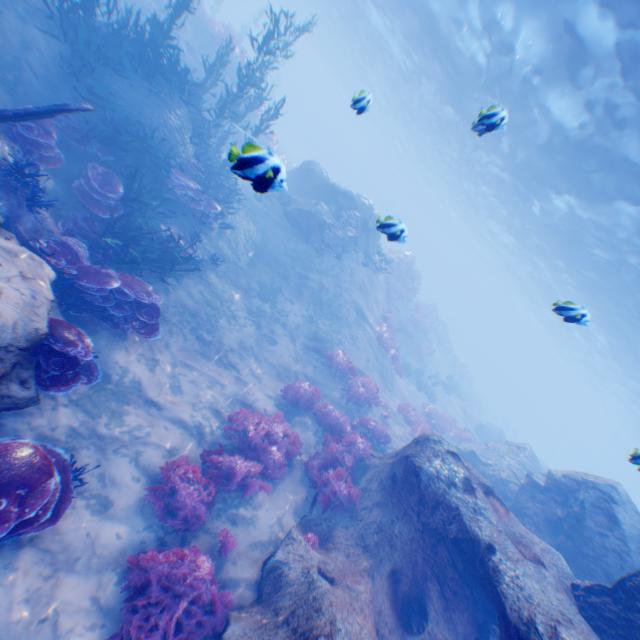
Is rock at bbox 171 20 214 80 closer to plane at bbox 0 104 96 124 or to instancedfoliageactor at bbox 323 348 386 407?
plane at bbox 0 104 96 124

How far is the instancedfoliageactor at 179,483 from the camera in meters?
6.1

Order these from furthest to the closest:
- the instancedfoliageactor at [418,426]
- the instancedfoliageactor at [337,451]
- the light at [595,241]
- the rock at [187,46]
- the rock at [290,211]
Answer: the rock at [187,46]
the rock at [290,211]
the instancedfoliageactor at [418,426]
the light at [595,241]
the instancedfoliageactor at [337,451]

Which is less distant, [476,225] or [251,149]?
[251,149]

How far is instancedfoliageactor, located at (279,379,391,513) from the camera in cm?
807

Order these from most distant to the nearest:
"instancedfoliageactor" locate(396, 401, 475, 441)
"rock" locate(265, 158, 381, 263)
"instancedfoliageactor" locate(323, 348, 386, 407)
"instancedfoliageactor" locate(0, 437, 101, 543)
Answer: "rock" locate(265, 158, 381, 263) → "instancedfoliageactor" locate(396, 401, 475, 441) → "instancedfoliageactor" locate(323, 348, 386, 407) → "instancedfoliageactor" locate(0, 437, 101, 543)

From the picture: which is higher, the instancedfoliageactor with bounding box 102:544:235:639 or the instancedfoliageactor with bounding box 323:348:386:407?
the instancedfoliageactor with bounding box 323:348:386:407

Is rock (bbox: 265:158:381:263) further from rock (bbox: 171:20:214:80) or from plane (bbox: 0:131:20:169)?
rock (bbox: 171:20:214:80)
